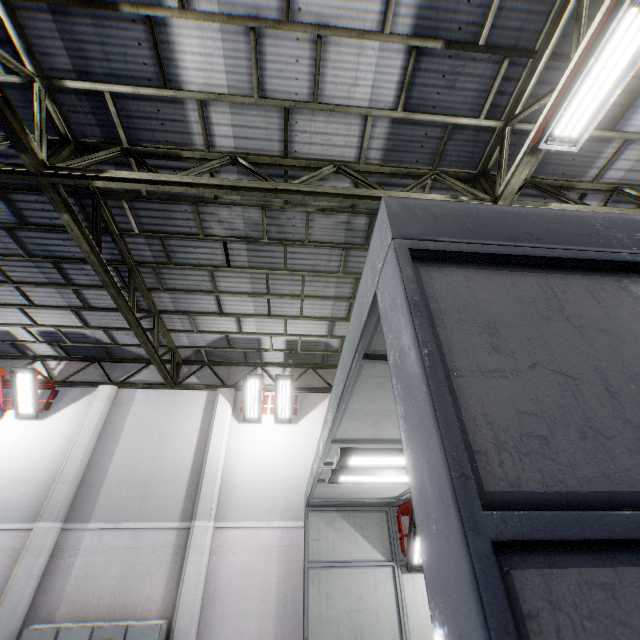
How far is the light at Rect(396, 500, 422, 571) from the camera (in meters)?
6.71

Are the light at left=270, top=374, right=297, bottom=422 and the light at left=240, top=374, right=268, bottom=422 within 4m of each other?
yes

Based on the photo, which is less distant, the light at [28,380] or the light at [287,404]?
the light at [28,380]

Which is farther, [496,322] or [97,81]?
[97,81]

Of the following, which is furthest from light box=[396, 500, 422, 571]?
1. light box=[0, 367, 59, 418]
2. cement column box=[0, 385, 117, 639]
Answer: light box=[0, 367, 59, 418]

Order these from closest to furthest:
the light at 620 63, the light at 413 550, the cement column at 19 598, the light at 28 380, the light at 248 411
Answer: the light at 620 63, the light at 413 550, the cement column at 19 598, the light at 28 380, the light at 248 411

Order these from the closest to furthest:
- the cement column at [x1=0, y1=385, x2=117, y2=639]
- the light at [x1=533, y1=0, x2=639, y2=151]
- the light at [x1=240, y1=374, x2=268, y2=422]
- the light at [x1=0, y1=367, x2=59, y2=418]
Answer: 1. the light at [x1=533, y1=0, x2=639, y2=151]
2. the cement column at [x1=0, y1=385, x2=117, y2=639]
3. the light at [x1=0, y1=367, x2=59, y2=418]
4. the light at [x1=240, y1=374, x2=268, y2=422]

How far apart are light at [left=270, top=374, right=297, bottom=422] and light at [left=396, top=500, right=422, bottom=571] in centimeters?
420cm
